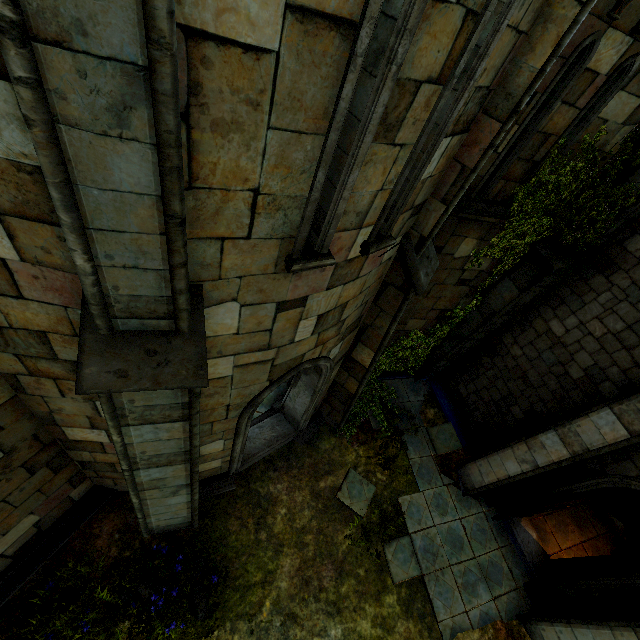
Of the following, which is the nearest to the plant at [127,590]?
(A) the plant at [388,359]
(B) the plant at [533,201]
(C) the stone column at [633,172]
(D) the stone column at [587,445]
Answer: (A) the plant at [388,359]

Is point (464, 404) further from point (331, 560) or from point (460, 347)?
point (331, 560)

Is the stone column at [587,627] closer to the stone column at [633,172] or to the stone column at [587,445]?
the stone column at [587,445]

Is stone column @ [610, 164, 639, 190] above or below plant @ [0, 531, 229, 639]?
above

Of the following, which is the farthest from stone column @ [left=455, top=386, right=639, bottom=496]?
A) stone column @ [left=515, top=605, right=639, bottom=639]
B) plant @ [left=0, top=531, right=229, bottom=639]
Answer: plant @ [left=0, top=531, right=229, bottom=639]

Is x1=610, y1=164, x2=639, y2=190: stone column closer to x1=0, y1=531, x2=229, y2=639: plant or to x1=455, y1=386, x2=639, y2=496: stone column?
x1=455, y1=386, x2=639, y2=496: stone column

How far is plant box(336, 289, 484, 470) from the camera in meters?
8.7 m

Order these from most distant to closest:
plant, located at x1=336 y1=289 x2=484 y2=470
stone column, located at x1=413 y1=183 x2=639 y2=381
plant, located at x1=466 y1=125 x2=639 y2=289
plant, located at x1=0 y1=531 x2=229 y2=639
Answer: plant, located at x1=336 y1=289 x2=484 y2=470
stone column, located at x1=413 y1=183 x2=639 y2=381
plant, located at x1=466 y1=125 x2=639 y2=289
plant, located at x1=0 y1=531 x2=229 y2=639
